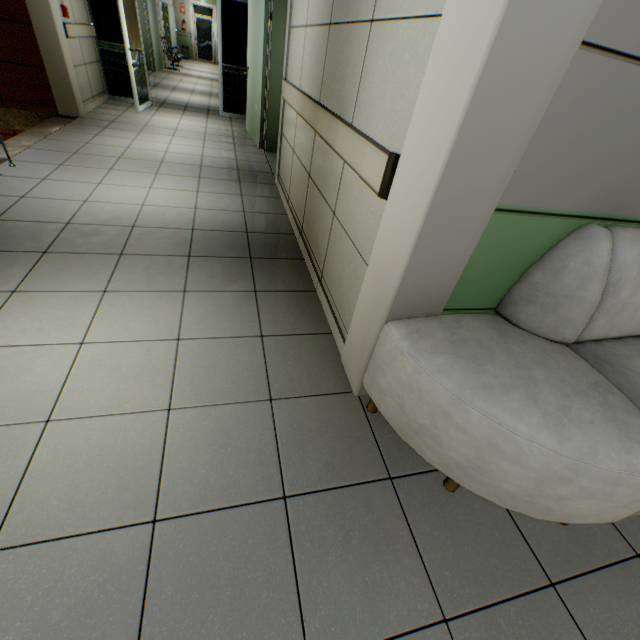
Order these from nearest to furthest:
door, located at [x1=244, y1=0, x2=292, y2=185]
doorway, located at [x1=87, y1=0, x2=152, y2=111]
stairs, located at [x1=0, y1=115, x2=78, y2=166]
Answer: stairs, located at [x1=0, y1=115, x2=78, y2=166], door, located at [x1=244, y1=0, x2=292, y2=185], doorway, located at [x1=87, y1=0, x2=152, y2=111]

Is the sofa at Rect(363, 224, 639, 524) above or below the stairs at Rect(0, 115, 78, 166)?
above

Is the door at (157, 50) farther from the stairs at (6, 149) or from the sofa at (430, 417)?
the sofa at (430, 417)

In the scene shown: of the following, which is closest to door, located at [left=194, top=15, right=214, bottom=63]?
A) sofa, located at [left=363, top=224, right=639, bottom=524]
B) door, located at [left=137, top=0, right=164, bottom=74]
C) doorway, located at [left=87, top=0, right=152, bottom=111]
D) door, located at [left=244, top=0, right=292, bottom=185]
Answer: door, located at [left=137, top=0, right=164, bottom=74]

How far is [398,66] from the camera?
1.3 meters

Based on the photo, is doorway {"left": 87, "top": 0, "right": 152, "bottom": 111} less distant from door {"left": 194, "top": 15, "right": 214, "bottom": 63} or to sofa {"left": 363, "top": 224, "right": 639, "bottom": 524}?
sofa {"left": 363, "top": 224, "right": 639, "bottom": 524}

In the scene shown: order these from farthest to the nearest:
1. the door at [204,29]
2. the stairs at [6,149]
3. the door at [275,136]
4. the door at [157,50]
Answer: the door at [204,29] → the door at [157,50] → the door at [275,136] → the stairs at [6,149]

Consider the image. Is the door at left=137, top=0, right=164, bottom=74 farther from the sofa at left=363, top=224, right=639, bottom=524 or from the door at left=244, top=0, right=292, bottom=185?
the sofa at left=363, top=224, right=639, bottom=524
